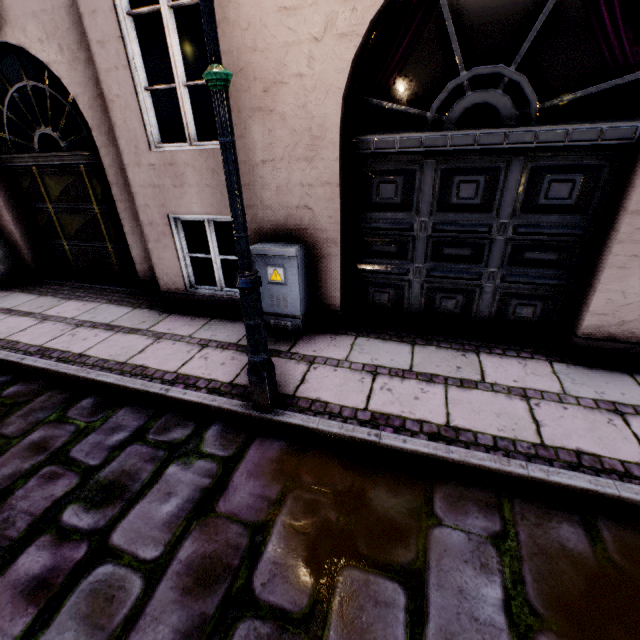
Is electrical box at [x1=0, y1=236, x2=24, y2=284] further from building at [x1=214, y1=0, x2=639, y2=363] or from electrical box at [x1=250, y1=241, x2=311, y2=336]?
electrical box at [x1=250, y1=241, x2=311, y2=336]

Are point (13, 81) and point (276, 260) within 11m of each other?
no

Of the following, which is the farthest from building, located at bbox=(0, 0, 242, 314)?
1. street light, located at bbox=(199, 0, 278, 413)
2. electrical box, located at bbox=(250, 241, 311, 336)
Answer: street light, located at bbox=(199, 0, 278, 413)

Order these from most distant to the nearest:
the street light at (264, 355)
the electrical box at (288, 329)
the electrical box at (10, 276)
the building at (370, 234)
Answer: the electrical box at (10, 276)
the electrical box at (288, 329)
the building at (370, 234)
the street light at (264, 355)

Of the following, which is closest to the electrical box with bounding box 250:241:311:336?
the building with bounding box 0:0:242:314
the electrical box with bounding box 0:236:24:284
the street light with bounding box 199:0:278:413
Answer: the building with bounding box 0:0:242:314

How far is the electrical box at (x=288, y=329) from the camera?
3.5 meters

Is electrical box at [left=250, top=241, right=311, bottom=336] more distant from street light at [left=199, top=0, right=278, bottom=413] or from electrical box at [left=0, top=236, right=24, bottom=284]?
electrical box at [left=0, top=236, right=24, bottom=284]

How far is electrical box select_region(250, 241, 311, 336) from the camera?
3.45m
